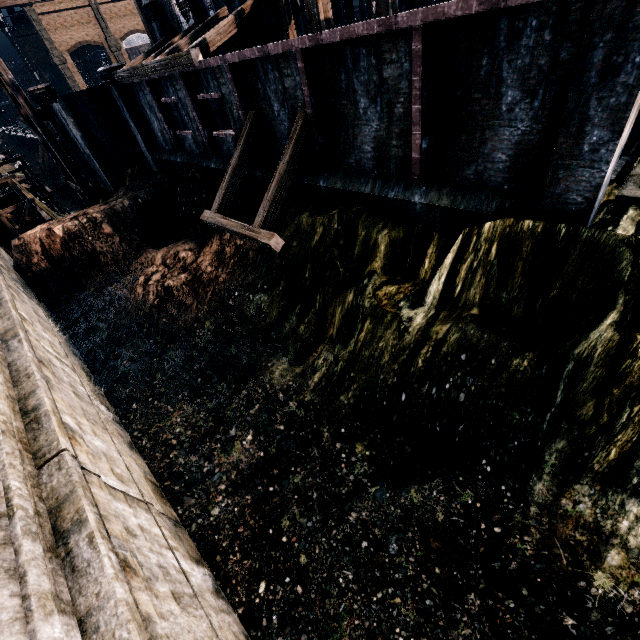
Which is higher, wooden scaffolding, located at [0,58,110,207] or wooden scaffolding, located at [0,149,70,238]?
wooden scaffolding, located at [0,58,110,207]

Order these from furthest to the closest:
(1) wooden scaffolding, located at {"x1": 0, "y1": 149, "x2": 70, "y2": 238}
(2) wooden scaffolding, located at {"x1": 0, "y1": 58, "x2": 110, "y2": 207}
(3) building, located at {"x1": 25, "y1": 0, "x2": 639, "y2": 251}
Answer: (1) wooden scaffolding, located at {"x1": 0, "y1": 149, "x2": 70, "y2": 238} → (2) wooden scaffolding, located at {"x1": 0, "y1": 58, "x2": 110, "y2": 207} → (3) building, located at {"x1": 25, "y1": 0, "x2": 639, "y2": 251}

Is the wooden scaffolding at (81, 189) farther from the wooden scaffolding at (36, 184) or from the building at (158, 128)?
the wooden scaffolding at (36, 184)

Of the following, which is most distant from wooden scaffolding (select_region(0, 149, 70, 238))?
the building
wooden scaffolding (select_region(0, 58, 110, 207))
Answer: the building

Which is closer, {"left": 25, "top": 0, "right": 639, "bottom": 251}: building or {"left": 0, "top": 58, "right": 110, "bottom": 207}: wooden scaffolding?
{"left": 25, "top": 0, "right": 639, "bottom": 251}: building

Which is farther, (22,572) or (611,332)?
(611,332)

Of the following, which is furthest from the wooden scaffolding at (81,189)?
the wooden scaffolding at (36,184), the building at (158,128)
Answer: the wooden scaffolding at (36,184)
